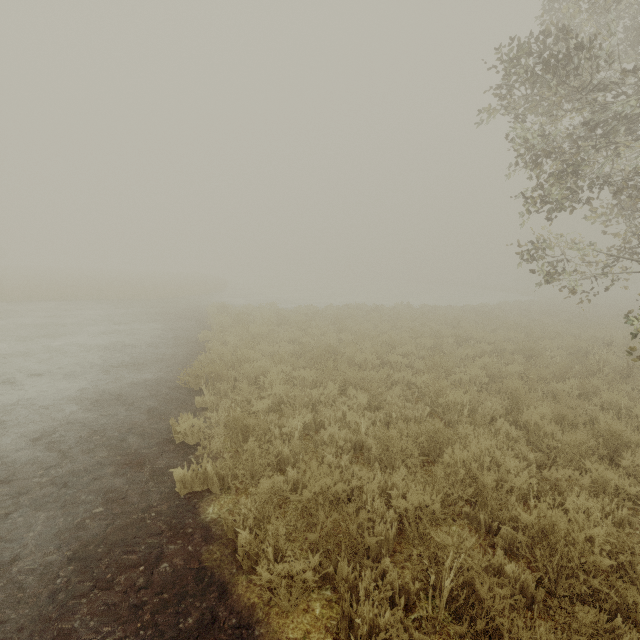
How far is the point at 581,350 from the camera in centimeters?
1070cm
